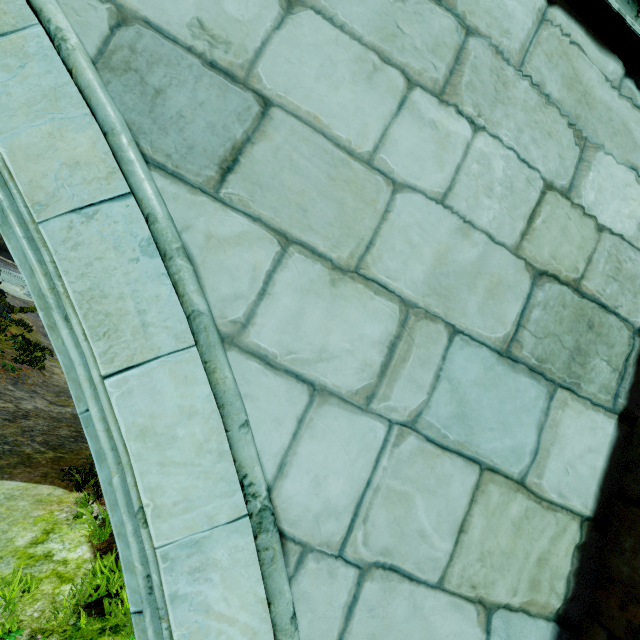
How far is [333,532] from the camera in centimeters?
108cm
